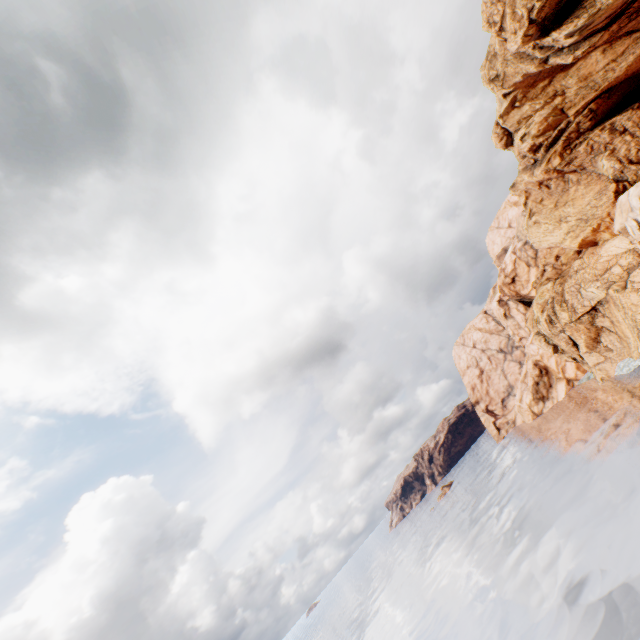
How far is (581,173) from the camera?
44.12m
